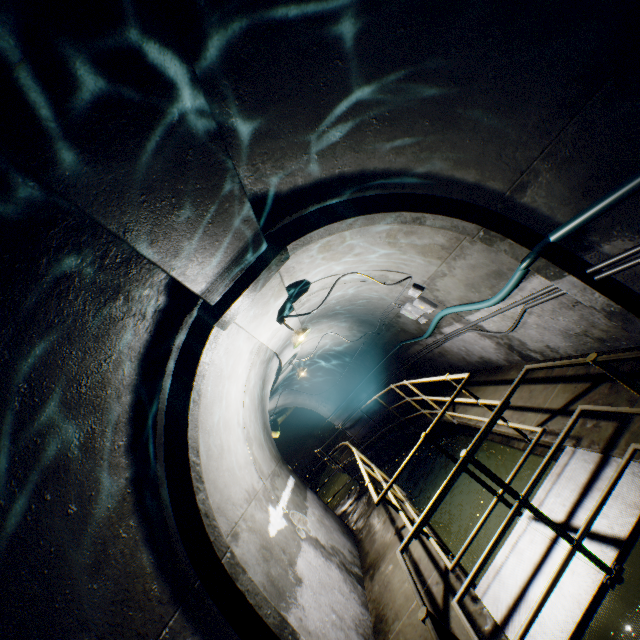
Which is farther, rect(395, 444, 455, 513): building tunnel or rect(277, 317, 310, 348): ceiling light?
rect(395, 444, 455, 513): building tunnel

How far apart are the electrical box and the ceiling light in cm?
216

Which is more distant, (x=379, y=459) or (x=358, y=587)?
(x=379, y=459)

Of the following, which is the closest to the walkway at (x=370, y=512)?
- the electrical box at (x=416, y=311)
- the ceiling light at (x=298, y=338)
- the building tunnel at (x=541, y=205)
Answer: the building tunnel at (x=541, y=205)

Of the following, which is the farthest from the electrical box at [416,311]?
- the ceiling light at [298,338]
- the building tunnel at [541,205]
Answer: the ceiling light at [298,338]

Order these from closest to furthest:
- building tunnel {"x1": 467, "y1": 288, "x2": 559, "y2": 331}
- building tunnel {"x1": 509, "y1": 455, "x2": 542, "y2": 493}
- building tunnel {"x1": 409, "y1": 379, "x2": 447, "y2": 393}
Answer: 1. building tunnel {"x1": 467, "y1": 288, "x2": 559, "y2": 331}
2. building tunnel {"x1": 509, "y1": 455, "x2": 542, "y2": 493}
3. building tunnel {"x1": 409, "y1": 379, "x2": 447, "y2": 393}

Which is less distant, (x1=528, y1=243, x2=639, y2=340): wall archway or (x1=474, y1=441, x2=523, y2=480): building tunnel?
(x1=528, y1=243, x2=639, y2=340): wall archway

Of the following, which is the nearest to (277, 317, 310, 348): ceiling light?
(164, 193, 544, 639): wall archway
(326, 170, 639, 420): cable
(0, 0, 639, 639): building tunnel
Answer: (0, 0, 639, 639): building tunnel
